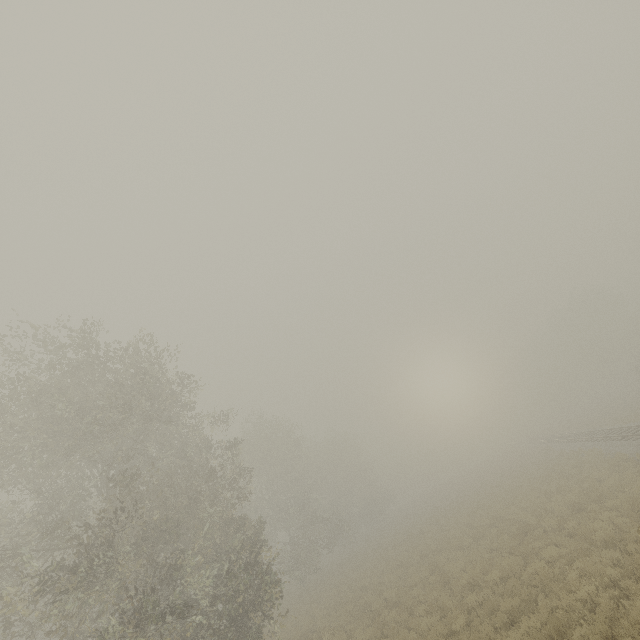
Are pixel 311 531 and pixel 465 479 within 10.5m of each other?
no
